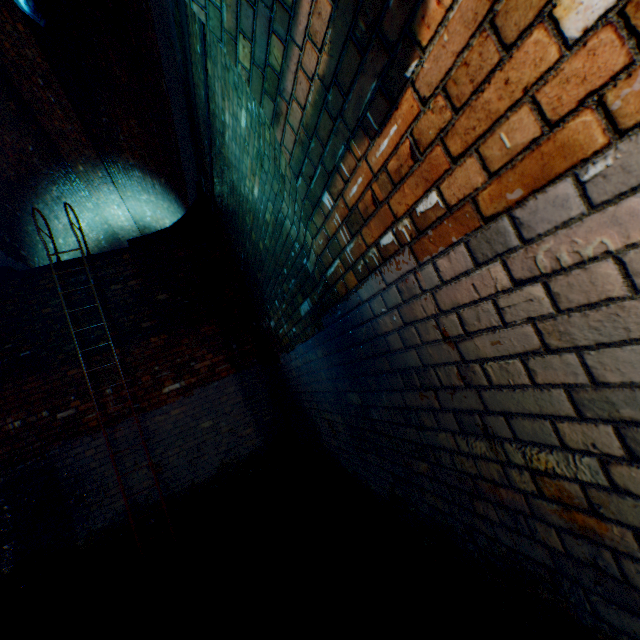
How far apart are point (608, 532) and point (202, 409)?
5.22m

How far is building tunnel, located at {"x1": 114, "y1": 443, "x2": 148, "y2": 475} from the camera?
4.77m

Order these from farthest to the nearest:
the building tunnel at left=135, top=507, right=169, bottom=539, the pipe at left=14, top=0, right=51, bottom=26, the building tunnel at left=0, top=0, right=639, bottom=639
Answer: the building tunnel at left=135, top=507, right=169, bottom=539, the pipe at left=14, top=0, right=51, bottom=26, the building tunnel at left=0, top=0, right=639, bottom=639

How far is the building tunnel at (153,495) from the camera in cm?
471

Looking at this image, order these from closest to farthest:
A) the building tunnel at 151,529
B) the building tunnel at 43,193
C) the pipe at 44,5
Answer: the building tunnel at 43,193 → the pipe at 44,5 → the building tunnel at 151,529

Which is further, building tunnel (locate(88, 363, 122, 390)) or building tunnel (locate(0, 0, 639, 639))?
building tunnel (locate(88, 363, 122, 390))

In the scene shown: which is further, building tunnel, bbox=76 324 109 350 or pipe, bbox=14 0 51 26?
building tunnel, bbox=76 324 109 350

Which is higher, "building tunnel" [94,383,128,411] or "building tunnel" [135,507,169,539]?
"building tunnel" [94,383,128,411]
